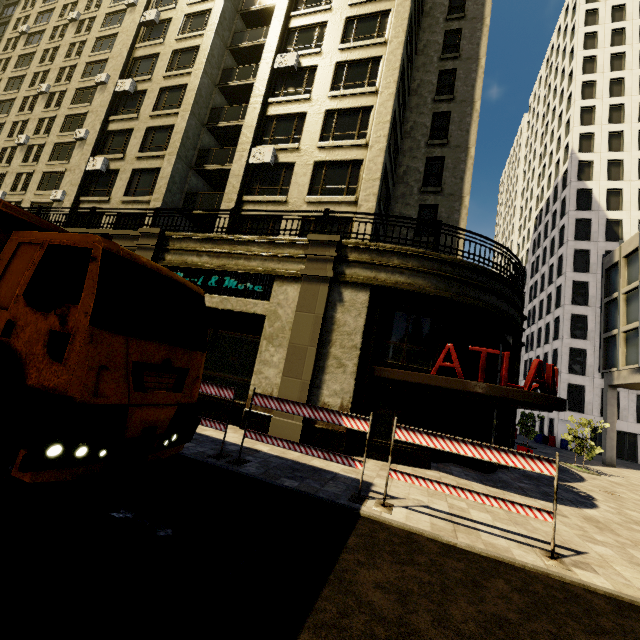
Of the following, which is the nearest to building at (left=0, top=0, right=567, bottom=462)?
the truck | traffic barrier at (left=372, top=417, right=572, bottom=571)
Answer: traffic barrier at (left=372, top=417, right=572, bottom=571)

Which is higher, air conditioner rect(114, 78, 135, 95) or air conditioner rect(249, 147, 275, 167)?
air conditioner rect(114, 78, 135, 95)

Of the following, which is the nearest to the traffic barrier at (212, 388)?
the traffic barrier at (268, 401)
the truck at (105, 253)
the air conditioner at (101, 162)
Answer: the traffic barrier at (268, 401)

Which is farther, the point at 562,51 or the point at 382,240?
the point at 562,51

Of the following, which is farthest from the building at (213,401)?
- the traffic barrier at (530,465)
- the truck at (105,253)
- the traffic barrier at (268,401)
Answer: the truck at (105,253)

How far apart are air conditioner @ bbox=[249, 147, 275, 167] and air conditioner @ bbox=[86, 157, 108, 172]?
10.7m

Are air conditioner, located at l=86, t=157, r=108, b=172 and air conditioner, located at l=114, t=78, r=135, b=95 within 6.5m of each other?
yes

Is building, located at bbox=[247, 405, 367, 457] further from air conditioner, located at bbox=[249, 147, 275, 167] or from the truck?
the truck
